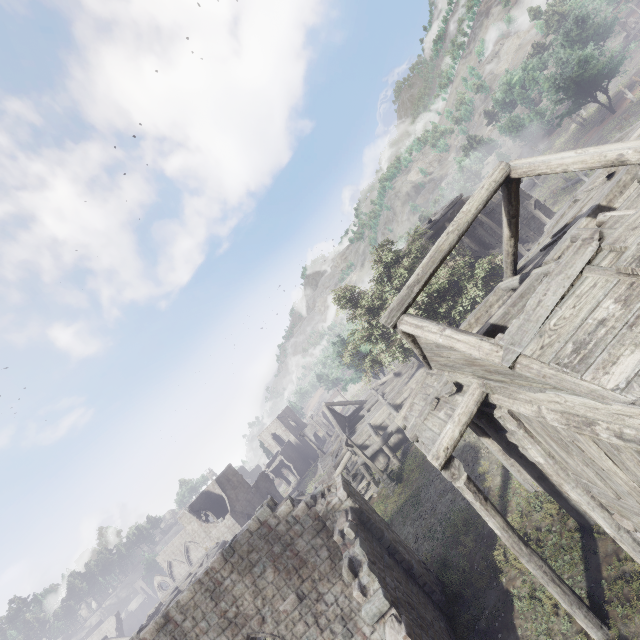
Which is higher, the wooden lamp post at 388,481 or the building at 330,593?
the building at 330,593

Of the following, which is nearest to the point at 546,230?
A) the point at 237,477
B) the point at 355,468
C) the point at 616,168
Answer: the point at 616,168

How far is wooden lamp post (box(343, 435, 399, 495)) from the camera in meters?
21.1

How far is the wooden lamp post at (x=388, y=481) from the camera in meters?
21.1

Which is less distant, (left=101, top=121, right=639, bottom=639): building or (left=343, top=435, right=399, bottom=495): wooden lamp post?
(left=101, top=121, right=639, bottom=639): building

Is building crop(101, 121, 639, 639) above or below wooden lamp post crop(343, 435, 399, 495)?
above
